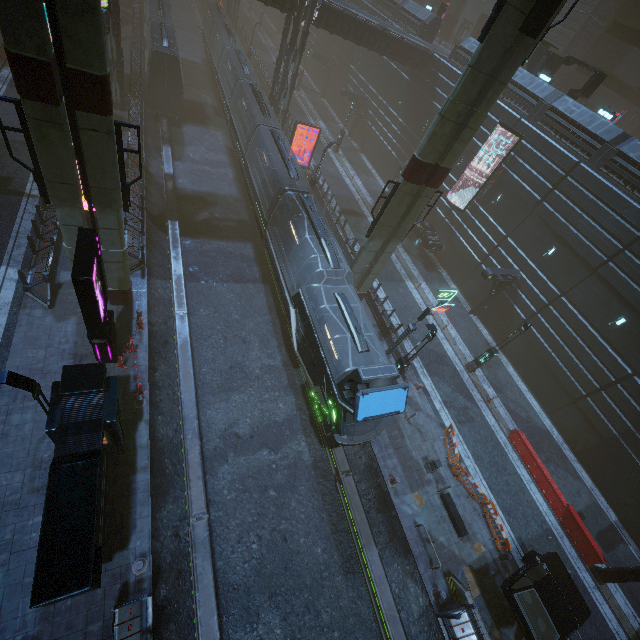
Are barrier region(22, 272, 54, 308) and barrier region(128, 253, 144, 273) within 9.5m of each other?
yes

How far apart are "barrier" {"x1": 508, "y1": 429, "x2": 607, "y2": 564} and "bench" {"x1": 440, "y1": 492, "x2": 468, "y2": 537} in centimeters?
662cm

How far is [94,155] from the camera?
10.6 meters

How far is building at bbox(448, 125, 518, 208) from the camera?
24.61m

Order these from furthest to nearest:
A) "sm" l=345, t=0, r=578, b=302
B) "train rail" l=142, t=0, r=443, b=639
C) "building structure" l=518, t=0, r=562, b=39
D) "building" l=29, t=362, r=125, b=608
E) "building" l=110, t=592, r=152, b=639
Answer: "train rail" l=142, t=0, r=443, b=639
"sm" l=345, t=0, r=578, b=302
"building structure" l=518, t=0, r=562, b=39
"building" l=110, t=592, r=152, b=639
"building" l=29, t=362, r=125, b=608

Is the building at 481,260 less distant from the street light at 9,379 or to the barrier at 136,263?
the street light at 9,379

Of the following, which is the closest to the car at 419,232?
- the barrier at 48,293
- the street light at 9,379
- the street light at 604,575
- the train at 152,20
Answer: the train at 152,20

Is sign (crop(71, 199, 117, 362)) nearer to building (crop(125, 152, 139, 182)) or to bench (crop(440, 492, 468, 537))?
building (crop(125, 152, 139, 182))
